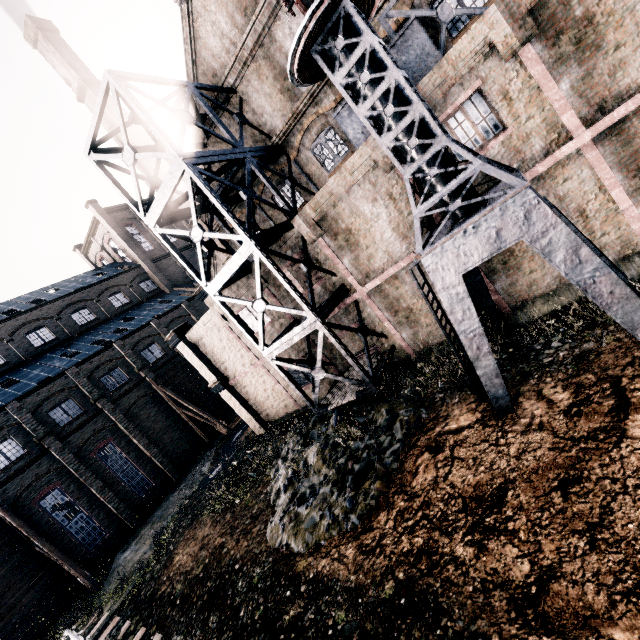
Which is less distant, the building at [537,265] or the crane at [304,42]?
the crane at [304,42]

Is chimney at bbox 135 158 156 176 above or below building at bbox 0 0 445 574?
above

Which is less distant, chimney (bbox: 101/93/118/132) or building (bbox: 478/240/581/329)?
building (bbox: 478/240/581/329)

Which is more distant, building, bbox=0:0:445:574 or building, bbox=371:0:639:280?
building, bbox=0:0:445:574

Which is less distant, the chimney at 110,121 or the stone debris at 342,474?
the stone debris at 342,474

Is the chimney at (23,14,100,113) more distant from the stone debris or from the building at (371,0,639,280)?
the stone debris

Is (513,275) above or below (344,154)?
below

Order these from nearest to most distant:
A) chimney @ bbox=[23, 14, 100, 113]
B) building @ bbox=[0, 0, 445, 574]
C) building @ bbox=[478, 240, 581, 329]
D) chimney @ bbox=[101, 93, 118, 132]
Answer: building @ bbox=[478, 240, 581, 329], building @ bbox=[0, 0, 445, 574], chimney @ bbox=[23, 14, 100, 113], chimney @ bbox=[101, 93, 118, 132]
